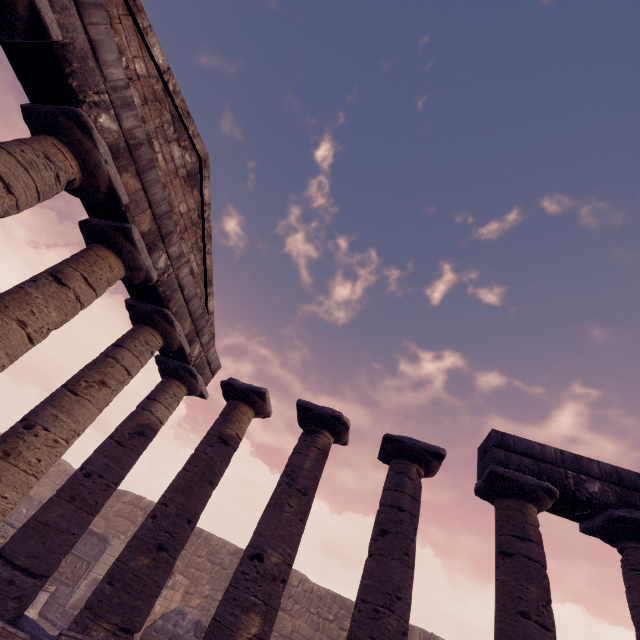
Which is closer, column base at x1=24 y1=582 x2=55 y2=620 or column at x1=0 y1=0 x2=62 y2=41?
column at x1=0 y1=0 x2=62 y2=41

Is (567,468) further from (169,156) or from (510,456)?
(169,156)

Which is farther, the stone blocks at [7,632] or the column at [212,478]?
the column at [212,478]

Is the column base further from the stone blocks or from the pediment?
the stone blocks

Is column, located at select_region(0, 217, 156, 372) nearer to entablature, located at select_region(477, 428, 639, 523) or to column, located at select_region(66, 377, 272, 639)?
entablature, located at select_region(477, 428, 639, 523)

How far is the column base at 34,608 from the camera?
11.2 meters

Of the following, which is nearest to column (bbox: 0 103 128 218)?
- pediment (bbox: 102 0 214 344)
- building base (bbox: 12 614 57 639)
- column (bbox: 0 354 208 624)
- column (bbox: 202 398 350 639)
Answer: building base (bbox: 12 614 57 639)

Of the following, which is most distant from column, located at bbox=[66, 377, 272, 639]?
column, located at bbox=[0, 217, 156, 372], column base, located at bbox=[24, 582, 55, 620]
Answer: column base, located at bbox=[24, 582, 55, 620]
